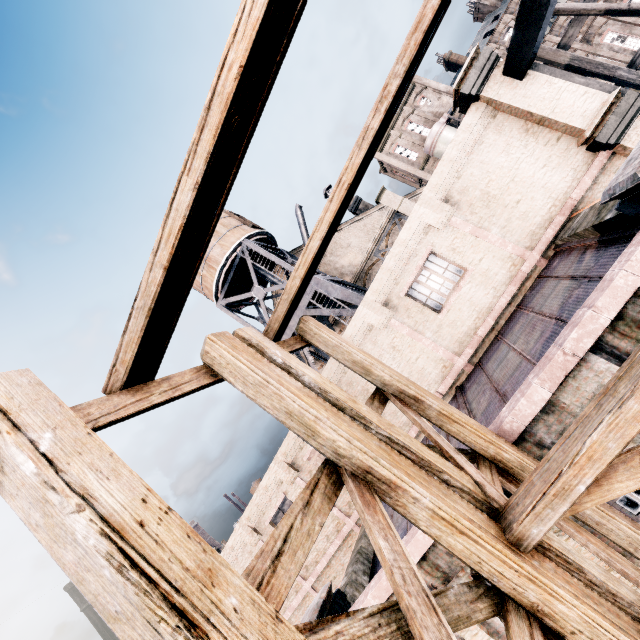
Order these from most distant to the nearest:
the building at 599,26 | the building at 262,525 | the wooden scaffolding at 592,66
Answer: the building at 599,26 < the building at 262,525 < the wooden scaffolding at 592,66

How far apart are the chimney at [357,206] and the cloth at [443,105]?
39.5m

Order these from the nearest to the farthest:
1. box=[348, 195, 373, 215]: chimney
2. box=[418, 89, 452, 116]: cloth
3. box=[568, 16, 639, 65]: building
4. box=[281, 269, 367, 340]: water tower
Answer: box=[281, 269, 367, 340]: water tower → box=[348, 195, 373, 215]: chimney → box=[568, 16, 639, 65]: building → box=[418, 89, 452, 116]: cloth

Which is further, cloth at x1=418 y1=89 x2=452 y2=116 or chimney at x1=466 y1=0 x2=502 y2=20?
cloth at x1=418 y1=89 x2=452 y2=116

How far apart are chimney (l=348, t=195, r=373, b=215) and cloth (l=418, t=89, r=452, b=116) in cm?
3947

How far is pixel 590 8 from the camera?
13.0 meters

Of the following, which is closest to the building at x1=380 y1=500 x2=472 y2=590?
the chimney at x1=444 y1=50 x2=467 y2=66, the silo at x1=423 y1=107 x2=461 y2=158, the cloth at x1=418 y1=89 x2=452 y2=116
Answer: the silo at x1=423 y1=107 x2=461 y2=158

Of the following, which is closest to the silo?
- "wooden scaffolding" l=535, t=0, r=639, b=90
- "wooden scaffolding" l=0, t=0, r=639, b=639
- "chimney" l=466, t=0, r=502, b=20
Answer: "chimney" l=466, t=0, r=502, b=20
